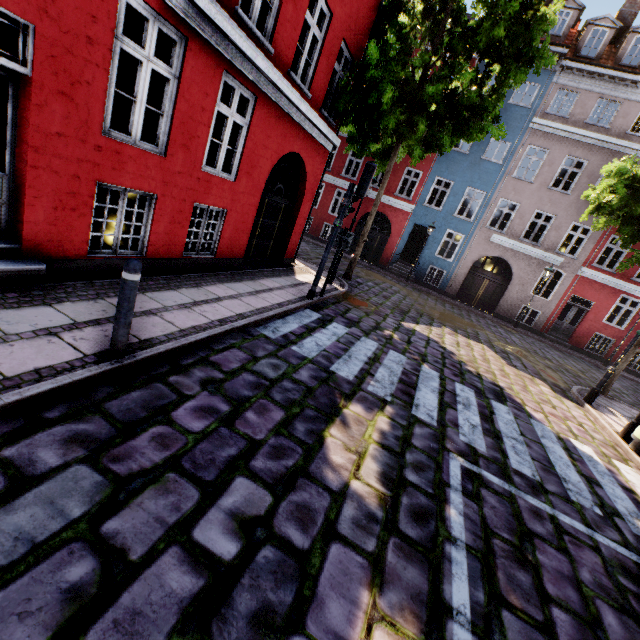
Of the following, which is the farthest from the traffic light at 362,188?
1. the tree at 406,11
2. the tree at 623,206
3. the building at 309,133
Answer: the tree at 623,206

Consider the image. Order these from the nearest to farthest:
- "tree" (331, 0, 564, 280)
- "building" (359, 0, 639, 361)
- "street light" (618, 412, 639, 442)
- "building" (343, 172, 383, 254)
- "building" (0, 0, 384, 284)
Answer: "building" (0, 0, 384, 284) < "street light" (618, 412, 639, 442) < "tree" (331, 0, 564, 280) < "building" (359, 0, 639, 361) < "building" (343, 172, 383, 254)

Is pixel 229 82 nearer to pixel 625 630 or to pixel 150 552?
pixel 150 552

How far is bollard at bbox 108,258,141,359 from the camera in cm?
315

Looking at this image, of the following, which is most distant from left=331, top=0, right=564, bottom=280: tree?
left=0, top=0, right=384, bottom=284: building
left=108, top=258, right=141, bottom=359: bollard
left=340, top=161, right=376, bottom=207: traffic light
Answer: left=108, top=258, right=141, bottom=359: bollard

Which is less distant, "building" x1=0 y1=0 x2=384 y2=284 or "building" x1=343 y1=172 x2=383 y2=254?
"building" x1=0 y1=0 x2=384 y2=284

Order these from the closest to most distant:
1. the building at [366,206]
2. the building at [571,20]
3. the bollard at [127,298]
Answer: the bollard at [127,298]
the building at [571,20]
the building at [366,206]

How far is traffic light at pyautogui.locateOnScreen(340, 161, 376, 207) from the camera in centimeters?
725cm
